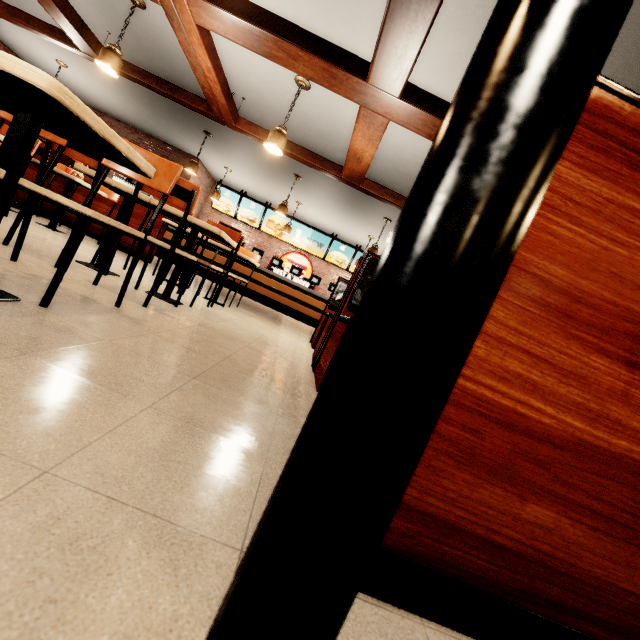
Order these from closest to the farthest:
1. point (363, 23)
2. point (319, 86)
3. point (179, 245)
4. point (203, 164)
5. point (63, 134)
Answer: point (63, 134), point (363, 23), point (179, 245), point (319, 86), point (203, 164)
